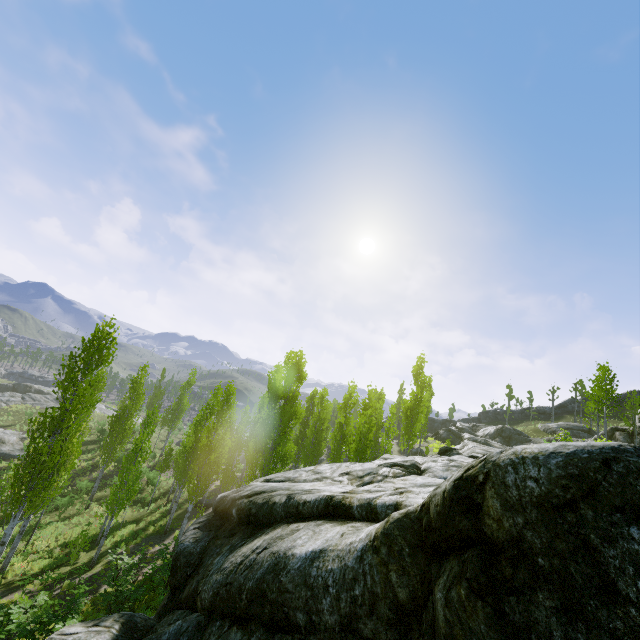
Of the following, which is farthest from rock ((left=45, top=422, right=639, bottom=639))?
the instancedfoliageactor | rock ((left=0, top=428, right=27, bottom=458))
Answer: rock ((left=0, top=428, right=27, bottom=458))

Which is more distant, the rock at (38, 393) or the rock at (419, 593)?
the rock at (38, 393)

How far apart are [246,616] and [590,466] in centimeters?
568cm

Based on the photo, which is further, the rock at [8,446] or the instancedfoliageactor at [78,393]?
the rock at [8,446]

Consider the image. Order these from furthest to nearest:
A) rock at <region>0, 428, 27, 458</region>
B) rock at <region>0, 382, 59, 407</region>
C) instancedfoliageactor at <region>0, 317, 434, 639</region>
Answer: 1. rock at <region>0, 382, 59, 407</region>
2. rock at <region>0, 428, 27, 458</region>
3. instancedfoliageactor at <region>0, 317, 434, 639</region>

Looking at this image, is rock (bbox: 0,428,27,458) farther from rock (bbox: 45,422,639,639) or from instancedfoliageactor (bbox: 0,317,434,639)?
rock (bbox: 45,422,639,639)

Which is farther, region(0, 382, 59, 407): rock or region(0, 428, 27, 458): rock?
region(0, 382, 59, 407): rock
